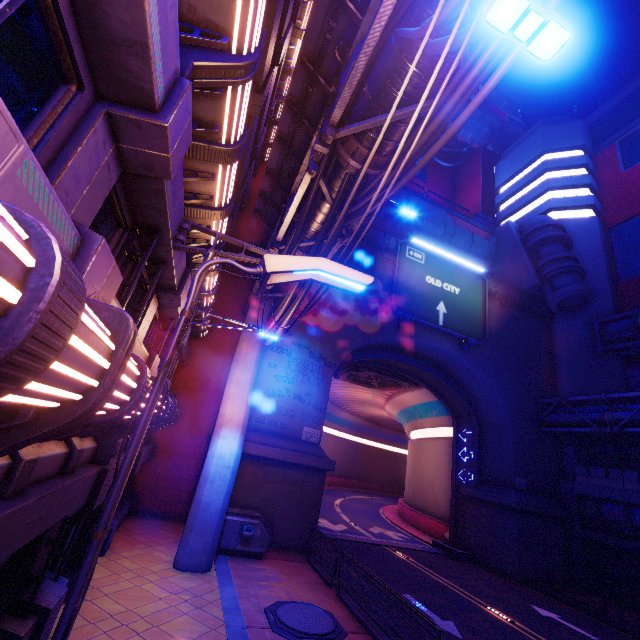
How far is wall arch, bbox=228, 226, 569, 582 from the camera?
14.82m

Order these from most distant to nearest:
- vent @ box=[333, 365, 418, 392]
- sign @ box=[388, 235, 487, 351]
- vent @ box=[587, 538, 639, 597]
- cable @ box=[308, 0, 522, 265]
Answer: vent @ box=[333, 365, 418, 392], sign @ box=[388, 235, 487, 351], vent @ box=[587, 538, 639, 597], cable @ box=[308, 0, 522, 265]

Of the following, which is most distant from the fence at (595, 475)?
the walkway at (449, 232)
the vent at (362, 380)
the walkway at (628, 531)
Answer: the walkway at (449, 232)

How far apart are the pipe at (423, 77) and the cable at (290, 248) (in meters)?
0.00

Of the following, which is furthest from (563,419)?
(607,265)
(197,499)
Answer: (197,499)

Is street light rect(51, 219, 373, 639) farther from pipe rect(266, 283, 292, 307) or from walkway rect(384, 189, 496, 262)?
walkway rect(384, 189, 496, 262)

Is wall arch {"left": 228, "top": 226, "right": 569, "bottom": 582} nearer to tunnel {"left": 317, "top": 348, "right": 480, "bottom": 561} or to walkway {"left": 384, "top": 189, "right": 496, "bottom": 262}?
tunnel {"left": 317, "top": 348, "right": 480, "bottom": 561}

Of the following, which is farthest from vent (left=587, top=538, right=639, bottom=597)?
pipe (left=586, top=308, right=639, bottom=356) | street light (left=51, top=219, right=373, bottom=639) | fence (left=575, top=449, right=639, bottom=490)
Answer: street light (left=51, top=219, right=373, bottom=639)
